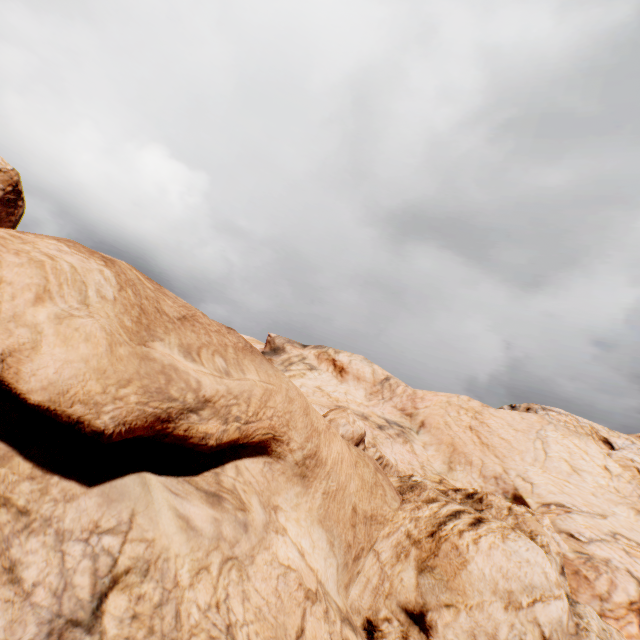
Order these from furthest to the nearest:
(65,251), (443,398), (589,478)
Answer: (443,398), (589,478), (65,251)
